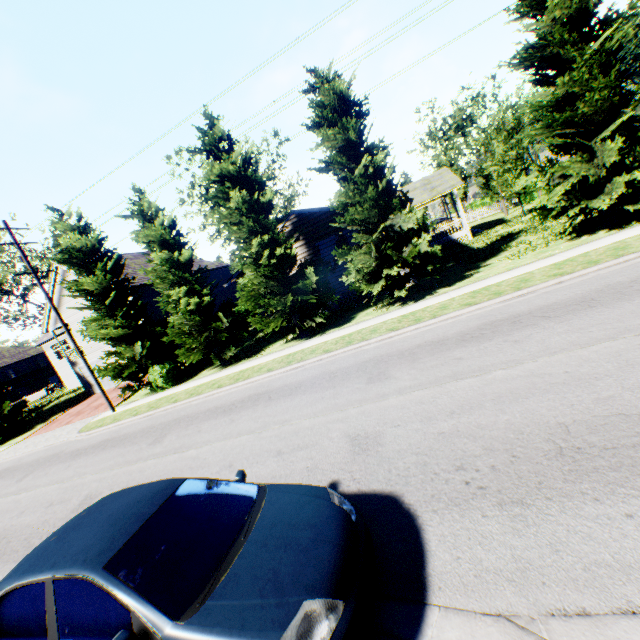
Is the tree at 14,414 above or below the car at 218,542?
above

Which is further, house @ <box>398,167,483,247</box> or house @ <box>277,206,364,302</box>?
house @ <box>398,167,483,247</box>

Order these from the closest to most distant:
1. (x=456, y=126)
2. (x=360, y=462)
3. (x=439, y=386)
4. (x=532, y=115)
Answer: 1. (x=360, y=462)
2. (x=439, y=386)
3. (x=532, y=115)
4. (x=456, y=126)

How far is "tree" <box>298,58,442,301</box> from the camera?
13.3m

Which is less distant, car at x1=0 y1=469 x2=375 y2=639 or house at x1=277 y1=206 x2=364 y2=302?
car at x1=0 y1=469 x2=375 y2=639

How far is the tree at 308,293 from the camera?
15.3 meters

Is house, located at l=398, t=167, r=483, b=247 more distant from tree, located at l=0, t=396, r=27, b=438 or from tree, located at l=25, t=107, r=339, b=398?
tree, located at l=0, t=396, r=27, b=438

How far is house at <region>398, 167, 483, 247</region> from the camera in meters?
25.8
